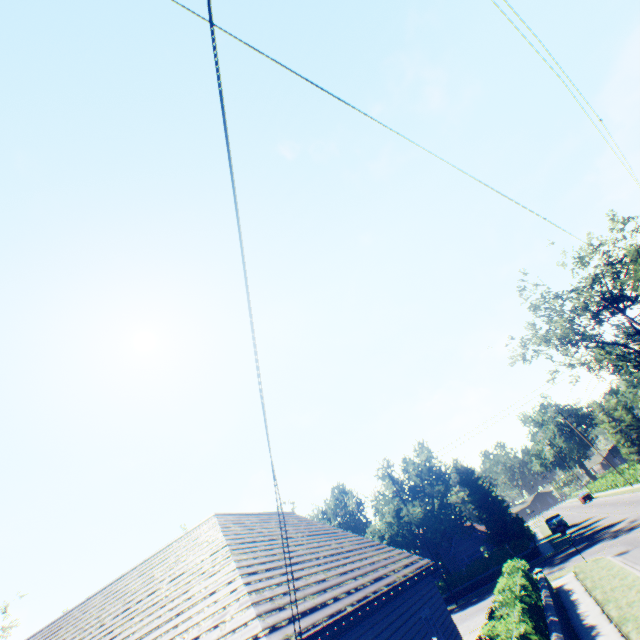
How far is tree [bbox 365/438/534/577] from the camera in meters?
32.8 m

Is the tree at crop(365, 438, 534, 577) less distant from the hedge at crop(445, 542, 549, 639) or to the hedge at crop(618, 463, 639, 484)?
the hedge at crop(618, 463, 639, 484)

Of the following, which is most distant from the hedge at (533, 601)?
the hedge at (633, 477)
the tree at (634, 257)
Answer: the hedge at (633, 477)

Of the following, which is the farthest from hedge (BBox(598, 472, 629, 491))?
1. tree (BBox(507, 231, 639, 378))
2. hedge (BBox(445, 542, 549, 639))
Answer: hedge (BBox(445, 542, 549, 639))

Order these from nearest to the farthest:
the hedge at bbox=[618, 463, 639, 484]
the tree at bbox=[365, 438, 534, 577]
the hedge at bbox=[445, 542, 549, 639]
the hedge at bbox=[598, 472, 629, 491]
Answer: the hedge at bbox=[445, 542, 549, 639]
the tree at bbox=[365, 438, 534, 577]
the hedge at bbox=[618, 463, 639, 484]
the hedge at bbox=[598, 472, 629, 491]

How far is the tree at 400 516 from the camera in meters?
32.8

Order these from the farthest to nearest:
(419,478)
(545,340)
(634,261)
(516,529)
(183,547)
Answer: (545,340), (419,478), (516,529), (634,261), (183,547)
